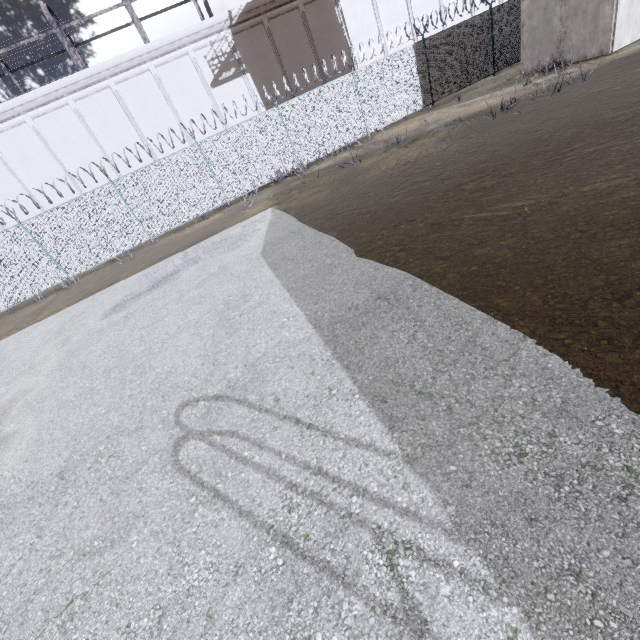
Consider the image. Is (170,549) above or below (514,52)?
below

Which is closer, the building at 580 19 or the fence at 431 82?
the building at 580 19

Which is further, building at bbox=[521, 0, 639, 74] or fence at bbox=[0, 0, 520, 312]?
fence at bbox=[0, 0, 520, 312]
